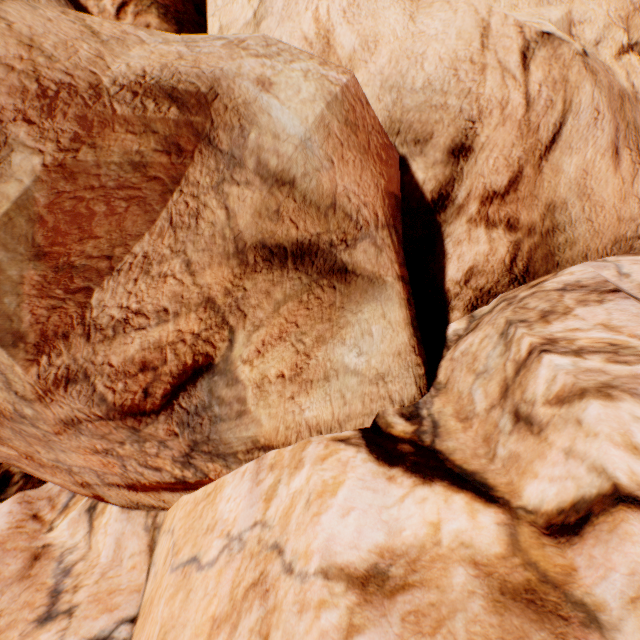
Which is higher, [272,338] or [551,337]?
[551,337]
